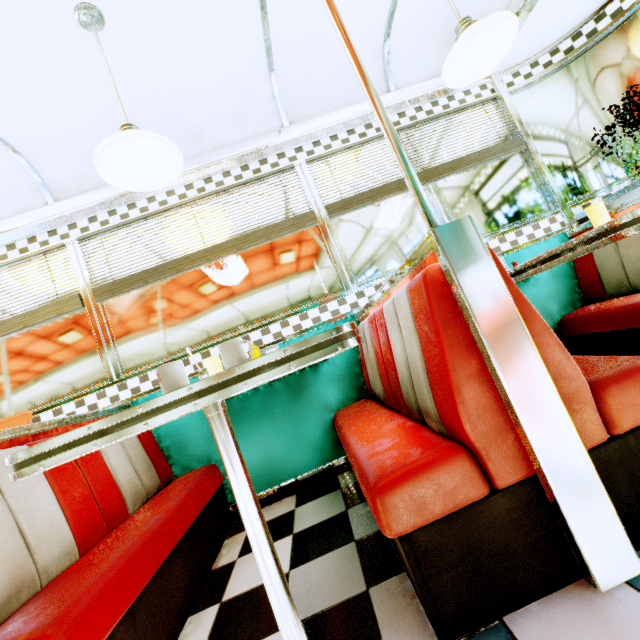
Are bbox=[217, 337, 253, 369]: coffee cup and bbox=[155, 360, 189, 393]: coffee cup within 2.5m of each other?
yes

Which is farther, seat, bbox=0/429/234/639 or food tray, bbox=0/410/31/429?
food tray, bbox=0/410/31/429

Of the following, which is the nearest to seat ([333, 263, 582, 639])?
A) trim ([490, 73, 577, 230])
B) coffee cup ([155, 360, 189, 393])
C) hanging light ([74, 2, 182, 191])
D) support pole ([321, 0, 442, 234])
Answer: support pole ([321, 0, 442, 234])

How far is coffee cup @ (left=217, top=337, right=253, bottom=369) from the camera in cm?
102

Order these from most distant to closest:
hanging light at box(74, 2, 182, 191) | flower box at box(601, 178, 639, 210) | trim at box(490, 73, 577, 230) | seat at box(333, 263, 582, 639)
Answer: trim at box(490, 73, 577, 230), flower box at box(601, 178, 639, 210), hanging light at box(74, 2, 182, 191), seat at box(333, 263, 582, 639)

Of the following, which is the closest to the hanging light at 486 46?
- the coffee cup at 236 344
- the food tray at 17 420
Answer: the coffee cup at 236 344

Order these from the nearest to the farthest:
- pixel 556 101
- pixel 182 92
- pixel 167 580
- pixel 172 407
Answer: pixel 172 407, pixel 167 580, pixel 182 92, pixel 556 101

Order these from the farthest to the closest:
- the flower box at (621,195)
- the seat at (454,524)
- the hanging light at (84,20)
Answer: the flower box at (621,195) < the hanging light at (84,20) < the seat at (454,524)
